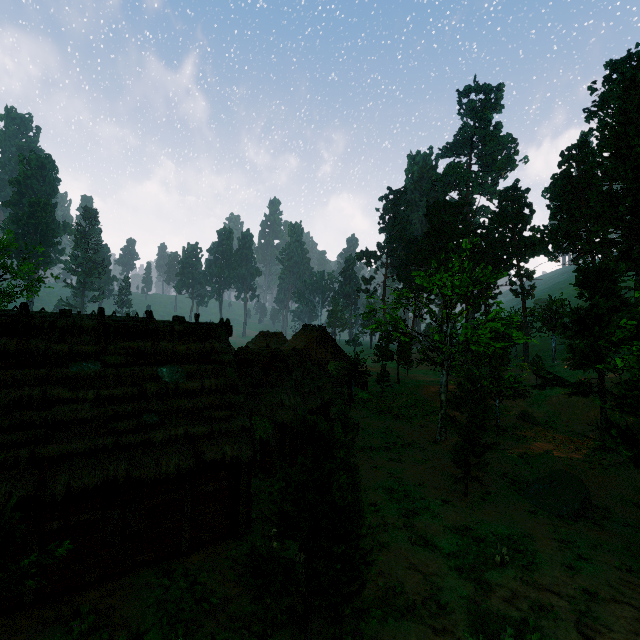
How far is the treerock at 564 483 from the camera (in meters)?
15.10

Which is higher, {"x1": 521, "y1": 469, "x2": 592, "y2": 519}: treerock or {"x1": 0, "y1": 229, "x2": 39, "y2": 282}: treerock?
{"x1": 0, "y1": 229, "x2": 39, "y2": 282}: treerock

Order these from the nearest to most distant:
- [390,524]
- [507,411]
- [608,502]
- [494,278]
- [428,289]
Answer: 1. [390,524]
2. [608,502]
3. [428,289]
4. [494,278]
5. [507,411]

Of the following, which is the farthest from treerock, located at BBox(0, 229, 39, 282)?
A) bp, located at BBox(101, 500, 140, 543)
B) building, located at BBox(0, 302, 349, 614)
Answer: bp, located at BBox(101, 500, 140, 543)

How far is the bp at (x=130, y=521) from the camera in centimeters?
982cm

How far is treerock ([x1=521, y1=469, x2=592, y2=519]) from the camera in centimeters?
1510cm
